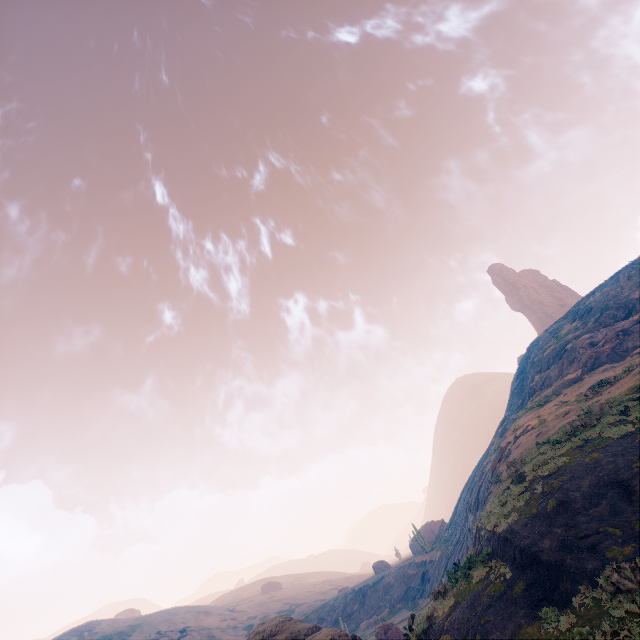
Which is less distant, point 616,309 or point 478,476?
point 616,309

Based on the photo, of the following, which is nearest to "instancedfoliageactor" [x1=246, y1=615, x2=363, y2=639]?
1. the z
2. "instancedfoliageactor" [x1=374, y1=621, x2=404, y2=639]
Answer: the z

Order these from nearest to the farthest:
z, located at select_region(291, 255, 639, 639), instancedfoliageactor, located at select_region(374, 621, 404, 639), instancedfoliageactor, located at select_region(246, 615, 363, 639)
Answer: z, located at select_region(291, 255, 639, 639) → instancedfoliageactor, located at select_region(246, 615, 363, 639) → instancedfoliageactor, located at select_region(374, 621, 404, 639)

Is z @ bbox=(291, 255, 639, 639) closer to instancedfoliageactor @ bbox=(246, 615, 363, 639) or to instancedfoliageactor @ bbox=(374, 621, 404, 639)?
instancedfoliageactor @ bbox=(246, 615, 363, 639)

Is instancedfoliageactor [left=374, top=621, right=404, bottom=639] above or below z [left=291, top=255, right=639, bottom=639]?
below

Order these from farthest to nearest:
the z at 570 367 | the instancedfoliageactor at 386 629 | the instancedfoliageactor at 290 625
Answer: the instancedfoliageactor at 386 629 → the instancedfoliageactor at 290 625 → the z at 570 367

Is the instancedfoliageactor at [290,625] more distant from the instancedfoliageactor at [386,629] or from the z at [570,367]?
the instancedfoliageactor at [386,629]
